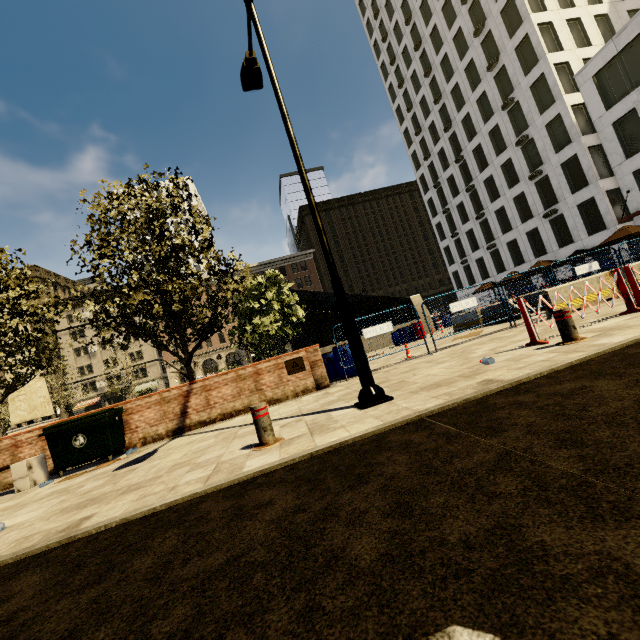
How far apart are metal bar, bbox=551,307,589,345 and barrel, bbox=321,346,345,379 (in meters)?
5.44

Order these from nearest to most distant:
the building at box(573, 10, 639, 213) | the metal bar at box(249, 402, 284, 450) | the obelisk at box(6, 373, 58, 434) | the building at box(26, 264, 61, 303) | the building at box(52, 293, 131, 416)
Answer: the metal bar at box(249, 402, 284, 450) < the obelisk at box(6, 373, 58, 434) < the building at box(573, 10, 639, 213) < the building at box(52, 293, 131, 416) < the building at box(26, 264, 61, 303)

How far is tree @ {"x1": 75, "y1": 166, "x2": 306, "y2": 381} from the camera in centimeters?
914cm

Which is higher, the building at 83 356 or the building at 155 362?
the building at 83 356

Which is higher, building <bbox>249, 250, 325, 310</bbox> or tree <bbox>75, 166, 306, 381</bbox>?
building <bbox>249, 250, 325, 310</bbox>

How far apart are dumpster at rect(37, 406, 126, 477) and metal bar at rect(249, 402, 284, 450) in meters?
4.8 m

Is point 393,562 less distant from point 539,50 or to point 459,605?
point 459,605

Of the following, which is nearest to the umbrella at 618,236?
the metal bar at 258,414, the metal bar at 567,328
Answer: the metal bar at 567,328
